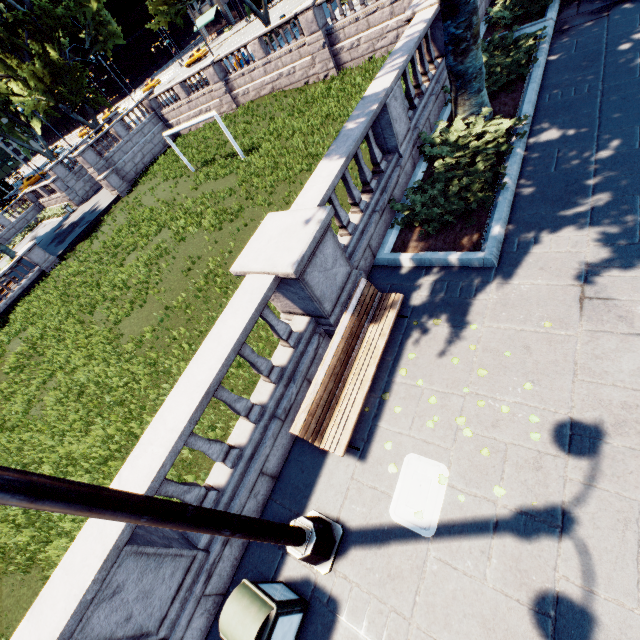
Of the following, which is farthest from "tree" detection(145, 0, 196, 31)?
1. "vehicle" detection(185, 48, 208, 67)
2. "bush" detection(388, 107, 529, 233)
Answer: "vehicle" detection(185, 48, 208, 67)

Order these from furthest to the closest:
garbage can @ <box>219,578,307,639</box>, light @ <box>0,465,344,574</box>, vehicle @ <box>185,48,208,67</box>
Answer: vehicle @ <box>185,48,208,67</box>
garbage can @ <box>219,578,307,639</box>
light @ <box>0,465,344,574</box>

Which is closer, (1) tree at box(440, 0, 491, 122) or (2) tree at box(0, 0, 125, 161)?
(1) tree at box(440, 0, 491, 122)

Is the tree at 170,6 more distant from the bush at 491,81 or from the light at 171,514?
the light at 171,514

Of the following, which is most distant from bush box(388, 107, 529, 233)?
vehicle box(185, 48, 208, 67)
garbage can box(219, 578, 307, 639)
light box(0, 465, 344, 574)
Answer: vehicle box(185, 48, 208, 67)

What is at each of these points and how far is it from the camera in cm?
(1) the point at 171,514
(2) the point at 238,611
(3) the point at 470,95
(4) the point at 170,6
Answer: (1) light, 248
(2) garbage can, 353
(3) tree, 765
(4) tree, 2666

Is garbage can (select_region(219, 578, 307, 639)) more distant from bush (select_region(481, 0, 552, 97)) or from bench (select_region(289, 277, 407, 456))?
bush (select_region(481, 0, 552, 97))

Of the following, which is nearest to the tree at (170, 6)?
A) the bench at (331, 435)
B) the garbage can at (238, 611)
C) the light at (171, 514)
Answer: the light at (171, 514)
